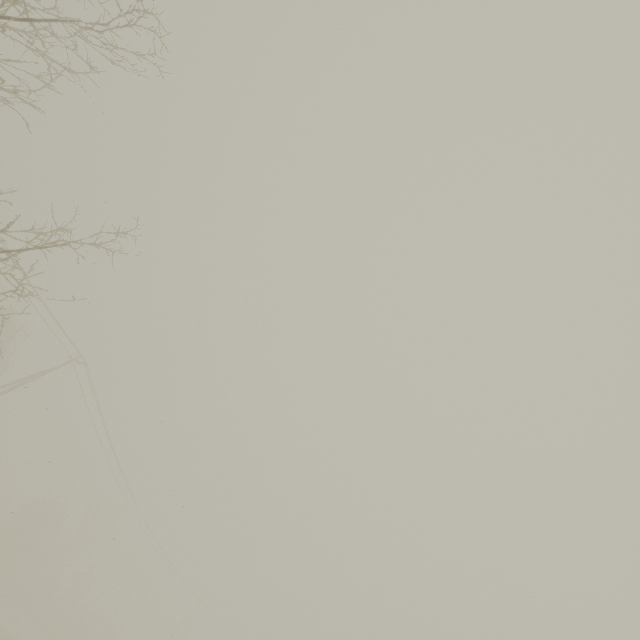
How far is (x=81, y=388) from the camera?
26.2m
